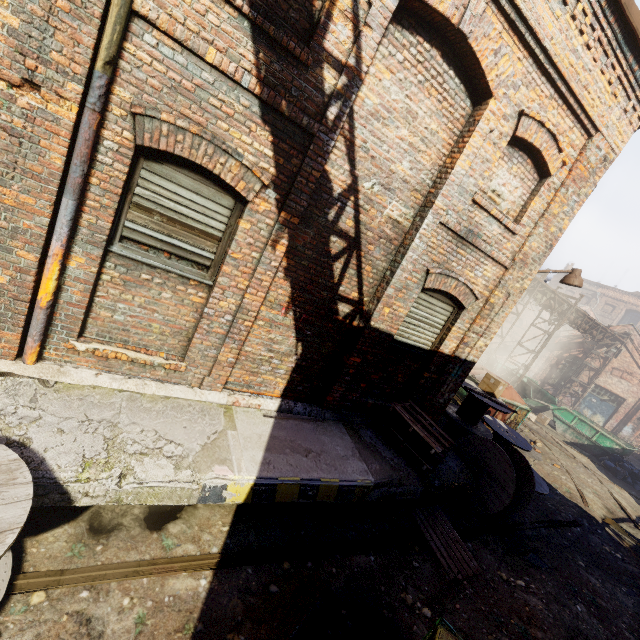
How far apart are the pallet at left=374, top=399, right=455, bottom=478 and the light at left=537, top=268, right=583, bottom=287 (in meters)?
3.30

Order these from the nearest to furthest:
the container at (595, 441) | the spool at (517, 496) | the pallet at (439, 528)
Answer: the pallet at (439, 528) → the spool at (517, 496) → the container at (595, 441)

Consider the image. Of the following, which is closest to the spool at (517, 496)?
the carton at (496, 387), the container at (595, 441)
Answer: the carton at (496, 387)

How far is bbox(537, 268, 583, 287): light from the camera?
6.8m

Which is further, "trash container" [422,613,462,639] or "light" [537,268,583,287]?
"light" [537,268,583,287]

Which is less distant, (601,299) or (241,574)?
(241,574)

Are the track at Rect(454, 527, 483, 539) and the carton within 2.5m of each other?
no

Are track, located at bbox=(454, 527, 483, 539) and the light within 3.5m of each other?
no
